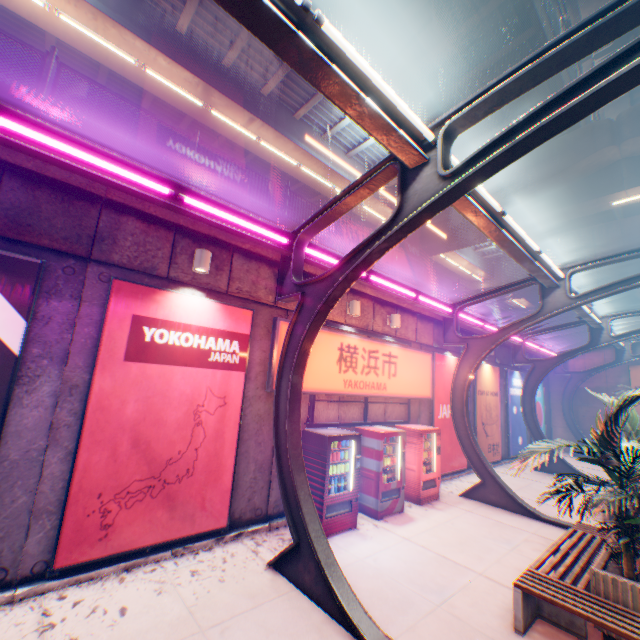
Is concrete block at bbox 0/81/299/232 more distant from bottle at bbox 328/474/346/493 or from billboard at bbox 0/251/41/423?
Answer: bottle at bbox 328/474/346/493

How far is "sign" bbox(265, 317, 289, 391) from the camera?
7.0m

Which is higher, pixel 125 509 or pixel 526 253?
pixel 526 253

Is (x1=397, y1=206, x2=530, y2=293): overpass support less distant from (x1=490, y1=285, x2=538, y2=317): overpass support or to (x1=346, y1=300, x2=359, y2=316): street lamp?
(x1=490, y1=285, x2=538, y2=317): overpass support

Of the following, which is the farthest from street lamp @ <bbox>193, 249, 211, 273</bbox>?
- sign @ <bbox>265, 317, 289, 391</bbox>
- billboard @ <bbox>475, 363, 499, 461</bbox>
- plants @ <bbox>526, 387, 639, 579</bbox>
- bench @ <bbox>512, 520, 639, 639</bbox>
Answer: billboard @ <bbox>475, 363, 499, 461</bbox>

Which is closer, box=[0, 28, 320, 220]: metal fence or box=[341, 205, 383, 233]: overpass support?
box=[0, 28, 320, 220]: metal fence

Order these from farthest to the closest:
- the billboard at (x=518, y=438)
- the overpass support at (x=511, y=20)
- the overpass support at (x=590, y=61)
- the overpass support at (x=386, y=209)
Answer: the overpass support at (x=590, y=61)
the overpass support at (x=386, y=209)
the billboard at (x=518, y=438)
the overpass support at (x=511, y=20)

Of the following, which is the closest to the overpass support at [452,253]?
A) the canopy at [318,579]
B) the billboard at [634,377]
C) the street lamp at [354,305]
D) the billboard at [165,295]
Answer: the canopy at [318,579]
